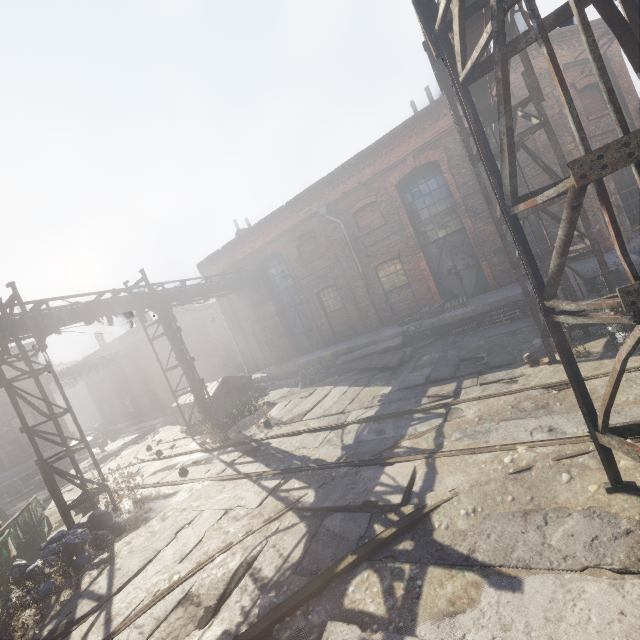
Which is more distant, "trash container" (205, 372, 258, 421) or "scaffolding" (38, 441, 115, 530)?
"trash container" (205, 372, 258, 421)

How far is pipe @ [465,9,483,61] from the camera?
4.32m

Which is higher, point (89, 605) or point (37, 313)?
point (37, 313)

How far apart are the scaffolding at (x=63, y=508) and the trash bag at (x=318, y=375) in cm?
759

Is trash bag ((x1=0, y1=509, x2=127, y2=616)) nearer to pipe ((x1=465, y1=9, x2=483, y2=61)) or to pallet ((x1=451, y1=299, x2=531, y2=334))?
pipe ((x1=465, y1=9, x2=483, y2=61))

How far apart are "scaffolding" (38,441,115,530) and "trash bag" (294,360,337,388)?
7.6m

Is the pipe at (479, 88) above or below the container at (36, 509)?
above

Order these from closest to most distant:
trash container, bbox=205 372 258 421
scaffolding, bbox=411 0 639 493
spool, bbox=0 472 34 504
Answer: scaffolding, bbox=411 0 639 493 → trash container, bbox=205 372 258 421 → spool, bbox=0 472 34 504
